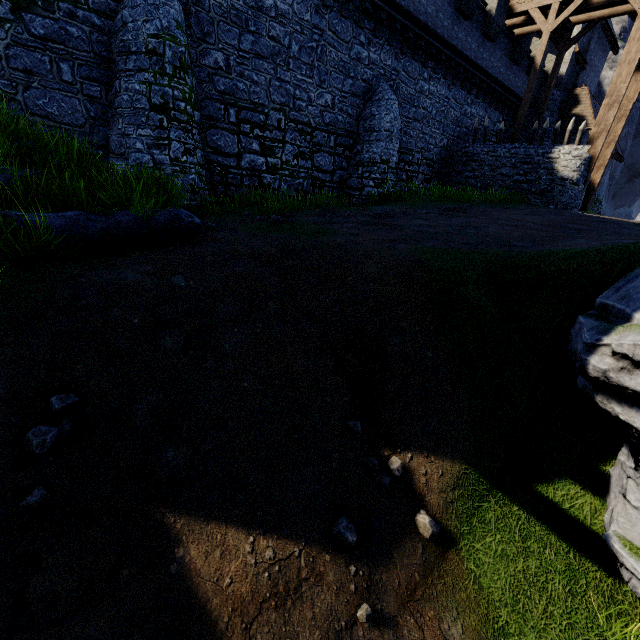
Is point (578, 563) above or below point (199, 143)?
below

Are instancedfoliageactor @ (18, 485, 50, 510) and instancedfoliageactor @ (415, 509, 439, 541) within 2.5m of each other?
no

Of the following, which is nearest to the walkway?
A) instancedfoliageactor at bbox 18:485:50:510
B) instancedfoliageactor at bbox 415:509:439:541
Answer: instancedfoliageactor at bbox 415:509:439:541

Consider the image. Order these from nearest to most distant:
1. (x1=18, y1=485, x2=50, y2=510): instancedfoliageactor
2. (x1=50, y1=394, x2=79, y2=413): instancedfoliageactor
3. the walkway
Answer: (x1=18, y1=485, x2=50, y2=510): instancedfoliageactor < (x1=50, y1=394, x2=79, y2=413): instancedfoliageactor < the walkway

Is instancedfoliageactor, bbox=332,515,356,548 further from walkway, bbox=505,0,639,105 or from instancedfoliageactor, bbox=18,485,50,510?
walkway, bbox=505,0,639,105

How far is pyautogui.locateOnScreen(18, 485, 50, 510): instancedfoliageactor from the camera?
2.9 meters

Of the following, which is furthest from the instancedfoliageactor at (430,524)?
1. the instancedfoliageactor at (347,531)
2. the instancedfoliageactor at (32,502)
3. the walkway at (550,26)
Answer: the walkway at (550,26)

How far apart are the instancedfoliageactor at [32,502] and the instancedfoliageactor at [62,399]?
0.8 meters
